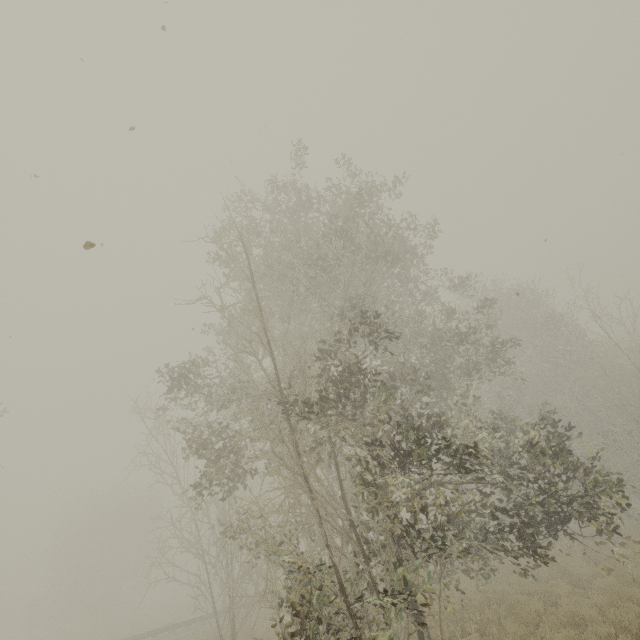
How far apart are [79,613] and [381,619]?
47.6m
